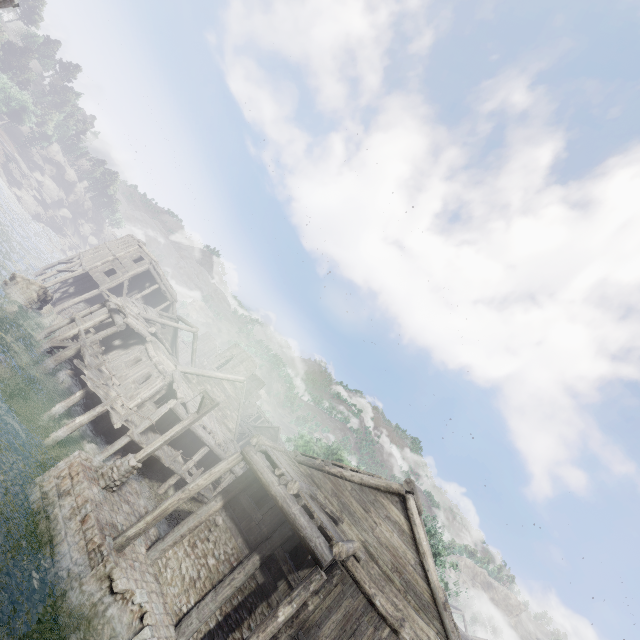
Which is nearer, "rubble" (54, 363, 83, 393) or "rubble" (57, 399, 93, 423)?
"rubble" (57, 399, 93, 423)

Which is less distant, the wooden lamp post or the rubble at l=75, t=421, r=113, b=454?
the wooden lamp post

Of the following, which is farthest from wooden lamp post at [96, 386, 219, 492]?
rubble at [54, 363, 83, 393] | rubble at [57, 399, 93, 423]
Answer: rubble at [54, 363, 83, 393]

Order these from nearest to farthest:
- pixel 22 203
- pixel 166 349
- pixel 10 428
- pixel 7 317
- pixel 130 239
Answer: pixel 10 428, pixel 7 317, pixel 166 349, pixel 130 239, pixel 22 203

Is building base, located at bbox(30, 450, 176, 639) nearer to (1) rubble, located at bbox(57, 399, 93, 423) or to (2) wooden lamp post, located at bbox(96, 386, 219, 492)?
(2) wooden lamp post, located at bbox(96, 386, 219, 492)

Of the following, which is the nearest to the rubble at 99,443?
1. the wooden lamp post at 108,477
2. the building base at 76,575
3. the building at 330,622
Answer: the building at 330,622
